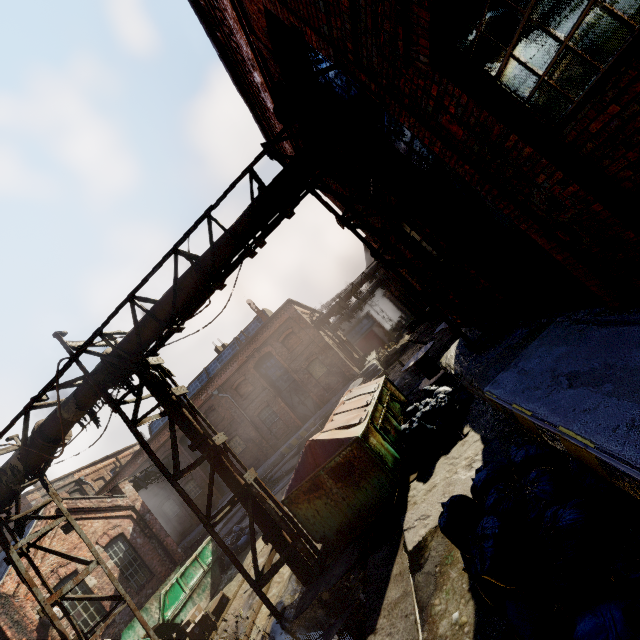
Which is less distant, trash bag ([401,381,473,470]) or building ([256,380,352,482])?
trash bag ([401,381,473,470])

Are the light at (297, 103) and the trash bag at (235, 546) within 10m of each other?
no

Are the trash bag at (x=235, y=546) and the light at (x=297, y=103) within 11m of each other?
no

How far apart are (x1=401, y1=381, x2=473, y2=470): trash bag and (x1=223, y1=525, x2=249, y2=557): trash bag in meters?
8.6 m

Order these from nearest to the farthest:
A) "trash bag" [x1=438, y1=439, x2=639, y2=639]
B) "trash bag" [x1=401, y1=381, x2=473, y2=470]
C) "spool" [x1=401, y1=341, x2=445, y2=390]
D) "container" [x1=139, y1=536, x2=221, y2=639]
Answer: "trash bag" [x1=438, y1=439, x2=639, y2=639] → "trash bag" [x1=401, y1=381, x2=473, y2=470] → "container" [x1=139, y1=536, x2=221, y2=639] → "spool" [x1=401, y1=341, x2=445, y2=390]

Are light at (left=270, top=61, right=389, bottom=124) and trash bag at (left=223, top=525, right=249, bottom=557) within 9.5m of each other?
no

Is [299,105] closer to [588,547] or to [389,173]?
[389,173]

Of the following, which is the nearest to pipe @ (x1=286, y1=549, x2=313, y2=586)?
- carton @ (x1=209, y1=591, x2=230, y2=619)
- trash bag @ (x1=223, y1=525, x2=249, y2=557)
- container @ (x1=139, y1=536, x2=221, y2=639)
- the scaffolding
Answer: the scaffolding
